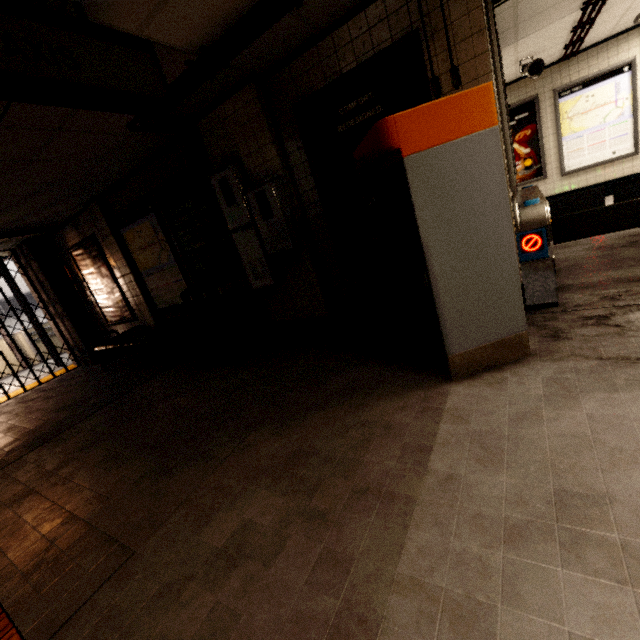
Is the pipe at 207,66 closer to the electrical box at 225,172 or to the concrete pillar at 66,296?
the electrical box at 225,172

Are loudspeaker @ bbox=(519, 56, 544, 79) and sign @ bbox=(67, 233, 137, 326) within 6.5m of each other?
no

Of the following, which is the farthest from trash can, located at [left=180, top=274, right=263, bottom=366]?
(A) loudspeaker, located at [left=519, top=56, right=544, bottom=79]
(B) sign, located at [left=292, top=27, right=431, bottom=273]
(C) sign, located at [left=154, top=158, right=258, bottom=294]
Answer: (A) loudspeaker, located at [left=519, top=56, right=544, bottom=79]

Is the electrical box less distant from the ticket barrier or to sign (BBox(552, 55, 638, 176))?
the ticket barrier

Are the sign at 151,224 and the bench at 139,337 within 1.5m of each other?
→ yes

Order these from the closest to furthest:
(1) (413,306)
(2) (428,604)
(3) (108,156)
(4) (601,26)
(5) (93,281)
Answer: (2) (428,604)
(1) (413,306)
(3) (108,156)
(4) (601,26)
(5) (93,281)

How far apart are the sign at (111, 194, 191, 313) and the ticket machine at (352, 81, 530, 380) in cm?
347

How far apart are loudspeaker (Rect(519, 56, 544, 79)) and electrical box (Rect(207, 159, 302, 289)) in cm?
540
